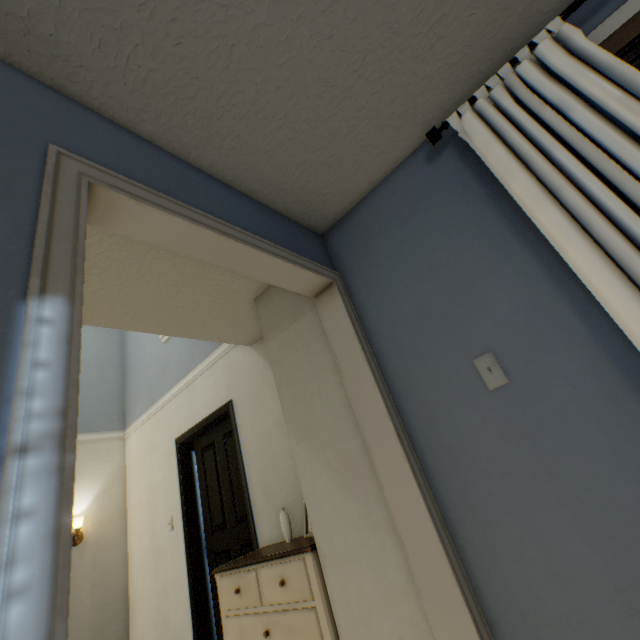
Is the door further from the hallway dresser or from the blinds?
the blinds

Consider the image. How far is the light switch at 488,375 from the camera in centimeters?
120cm

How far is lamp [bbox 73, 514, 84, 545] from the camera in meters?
3.6

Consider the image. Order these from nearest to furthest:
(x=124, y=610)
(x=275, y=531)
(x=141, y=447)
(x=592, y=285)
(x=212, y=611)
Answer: (x=592, y=285) → (x=275, y=531) → (x=212, y=611) → (x=124, y=610) → (x=141, y=447)

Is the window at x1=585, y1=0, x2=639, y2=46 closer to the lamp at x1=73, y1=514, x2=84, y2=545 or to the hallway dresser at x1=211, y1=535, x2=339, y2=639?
the hallway dresser at x1=211, y1=535, x2=339, y2=639

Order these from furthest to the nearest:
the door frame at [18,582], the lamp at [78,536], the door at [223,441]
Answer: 1. the lamp at [78,536]
2. the door at [223,441]
3. the door frame at [18,582]

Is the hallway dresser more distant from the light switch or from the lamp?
the lamp

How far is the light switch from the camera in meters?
1.2 m
